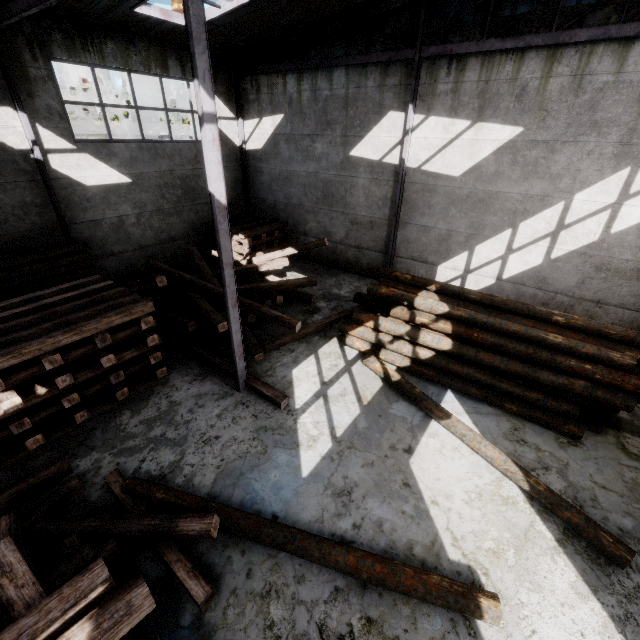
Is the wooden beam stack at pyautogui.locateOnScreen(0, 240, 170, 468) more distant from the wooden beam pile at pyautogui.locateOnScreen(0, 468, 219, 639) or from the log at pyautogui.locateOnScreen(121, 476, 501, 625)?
the log at pyautogui.locateOnScreen(121, 476, 501, 625)

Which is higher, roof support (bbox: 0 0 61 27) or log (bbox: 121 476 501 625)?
roof support (bbox: 0 0 61 27)

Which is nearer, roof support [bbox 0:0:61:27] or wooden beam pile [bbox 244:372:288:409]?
roof support [bbox 0:0:61:27]

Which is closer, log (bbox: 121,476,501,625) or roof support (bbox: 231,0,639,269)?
log (bbox: 121,476,501,625)

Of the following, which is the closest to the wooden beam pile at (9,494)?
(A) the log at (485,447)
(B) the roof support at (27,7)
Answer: (B) the roof support at (27,7)

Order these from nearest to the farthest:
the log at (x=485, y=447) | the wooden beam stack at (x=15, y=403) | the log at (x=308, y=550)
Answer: the log at (x=308, y=550) < the log at (x=485, y=447) < the wooden beam stack at (x=15, y=403)

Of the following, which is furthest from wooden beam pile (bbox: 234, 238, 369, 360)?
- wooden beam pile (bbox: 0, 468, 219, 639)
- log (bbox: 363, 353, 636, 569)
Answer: wooden beam pile (bbox: 0, 468, 219, 639)

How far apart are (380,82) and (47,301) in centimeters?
1119cm
